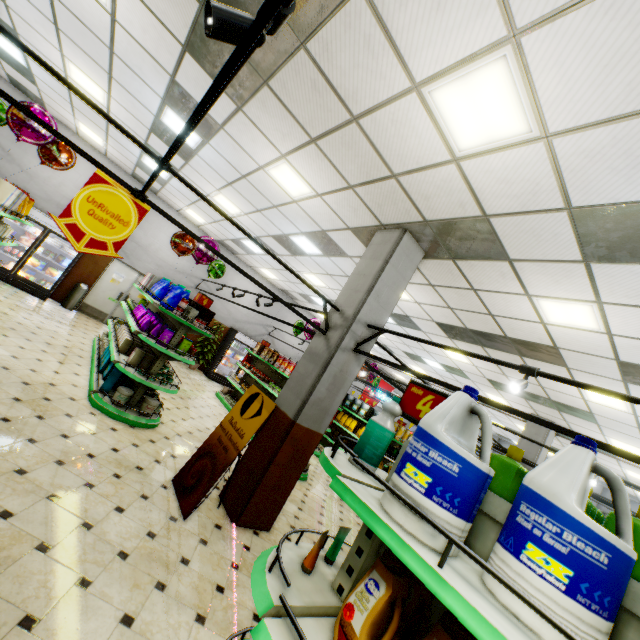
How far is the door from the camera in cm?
1144

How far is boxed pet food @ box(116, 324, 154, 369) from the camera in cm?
580

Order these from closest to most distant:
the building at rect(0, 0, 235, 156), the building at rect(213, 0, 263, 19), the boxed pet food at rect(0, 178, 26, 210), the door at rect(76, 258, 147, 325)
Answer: the building at rect(213, 0, 263, 19)
the building at rect(0, 0, 235, 156)
the boxed pet food at rect(0, 178, 26, 210)
the door at rect(76, 258, 147, 325)

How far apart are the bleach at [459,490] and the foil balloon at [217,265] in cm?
753

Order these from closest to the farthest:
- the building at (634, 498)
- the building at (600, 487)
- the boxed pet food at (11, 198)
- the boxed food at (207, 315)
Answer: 1. the boxed pet food at (11, 198)
2. the boxed food at (207, 315)
3. the building at (634, 498)
4. the building at (600, 487)

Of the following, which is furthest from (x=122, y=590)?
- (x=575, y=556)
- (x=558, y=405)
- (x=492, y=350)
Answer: (x=558, y=405)

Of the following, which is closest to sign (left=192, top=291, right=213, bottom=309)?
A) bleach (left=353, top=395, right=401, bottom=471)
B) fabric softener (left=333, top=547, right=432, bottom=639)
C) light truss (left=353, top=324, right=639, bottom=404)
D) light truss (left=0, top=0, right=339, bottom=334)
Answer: light truss (left=0, top=0, right=339, bottom=334)

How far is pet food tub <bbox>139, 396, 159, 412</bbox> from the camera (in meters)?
5.62
